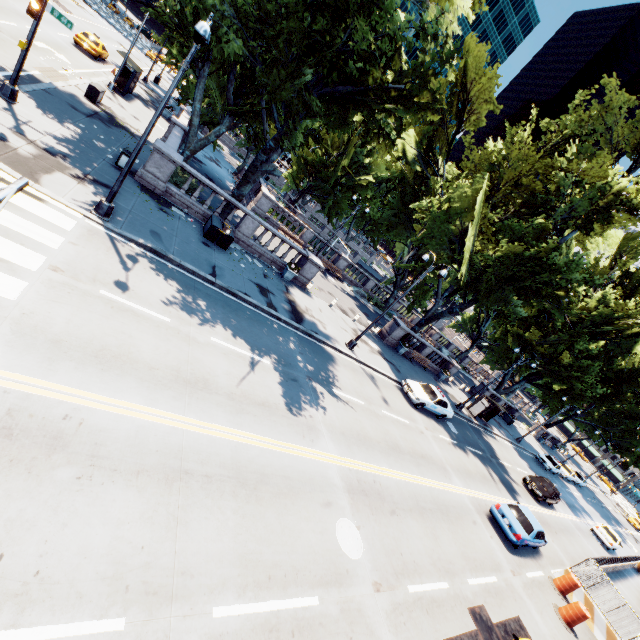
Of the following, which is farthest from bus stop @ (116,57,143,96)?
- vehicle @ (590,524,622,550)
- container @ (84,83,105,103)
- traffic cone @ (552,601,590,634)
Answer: vehicle @ (590,524,622,550)

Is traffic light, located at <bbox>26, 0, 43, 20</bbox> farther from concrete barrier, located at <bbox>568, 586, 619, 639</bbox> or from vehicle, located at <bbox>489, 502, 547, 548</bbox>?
concrete barrier, located at <bbox>568, 586, 619, 639</bbox>

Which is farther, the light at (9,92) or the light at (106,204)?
the light at (9,92)

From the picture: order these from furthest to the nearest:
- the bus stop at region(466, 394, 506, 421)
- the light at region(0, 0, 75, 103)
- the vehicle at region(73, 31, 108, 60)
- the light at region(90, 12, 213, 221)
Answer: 1. the bus stop at region(466, 394, 506, 421)
2. the vehicle at region(73, 31, 108, 60)
3. the light at region(0, 0, 75, 103)
4. the light at region(90, 12, 213, 221)

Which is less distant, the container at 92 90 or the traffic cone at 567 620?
the traffic cone at 567 620

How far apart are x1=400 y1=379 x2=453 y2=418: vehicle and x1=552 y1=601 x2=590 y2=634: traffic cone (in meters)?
10.28

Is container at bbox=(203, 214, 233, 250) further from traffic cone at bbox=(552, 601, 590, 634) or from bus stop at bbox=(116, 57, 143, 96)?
traffic cone at bbox=(552, 601, 590, 634)

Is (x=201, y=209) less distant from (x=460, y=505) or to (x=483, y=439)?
(x=460, y=505)
